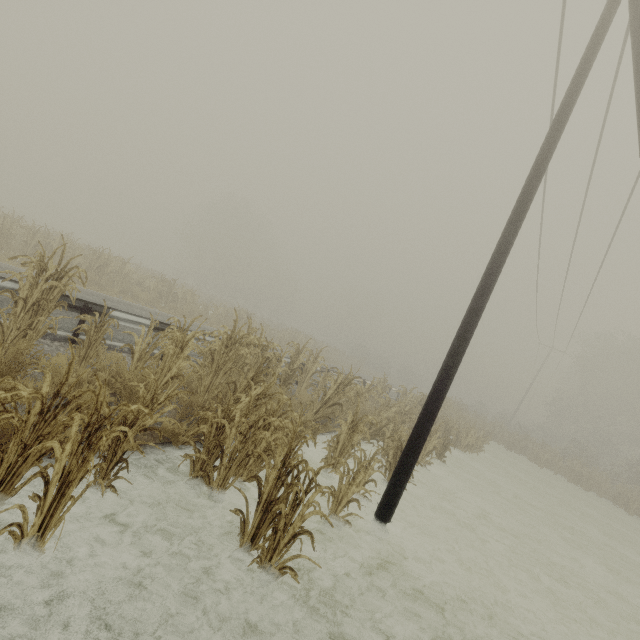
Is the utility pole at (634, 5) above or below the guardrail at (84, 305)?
above

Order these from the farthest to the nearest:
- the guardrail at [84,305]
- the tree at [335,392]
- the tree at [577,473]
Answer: the tree at [577,473] < the guardrail at [84,305] < the tree at [335,392]

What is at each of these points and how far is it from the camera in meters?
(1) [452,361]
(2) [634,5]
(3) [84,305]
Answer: (1) utility pole, 5.6 m
(2) utility pole, 5.5 m
(3) guardrail, 6.6 m

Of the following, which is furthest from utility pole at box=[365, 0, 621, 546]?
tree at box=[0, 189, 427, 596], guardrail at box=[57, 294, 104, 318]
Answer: guardrail at box=[57, 294, 104, 318]

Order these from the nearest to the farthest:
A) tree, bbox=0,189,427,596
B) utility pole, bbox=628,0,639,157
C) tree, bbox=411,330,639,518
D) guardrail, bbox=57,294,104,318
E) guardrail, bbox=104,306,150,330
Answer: tree, bbox=0,189,427,596 → utility pole, bbox=628,0,639,157 → guardrail, bbox=57,294,104,318 → guardrail, bbox=104,306,150,330 → tree, bbox=411,330,639,518

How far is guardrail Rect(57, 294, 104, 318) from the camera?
6.41m
